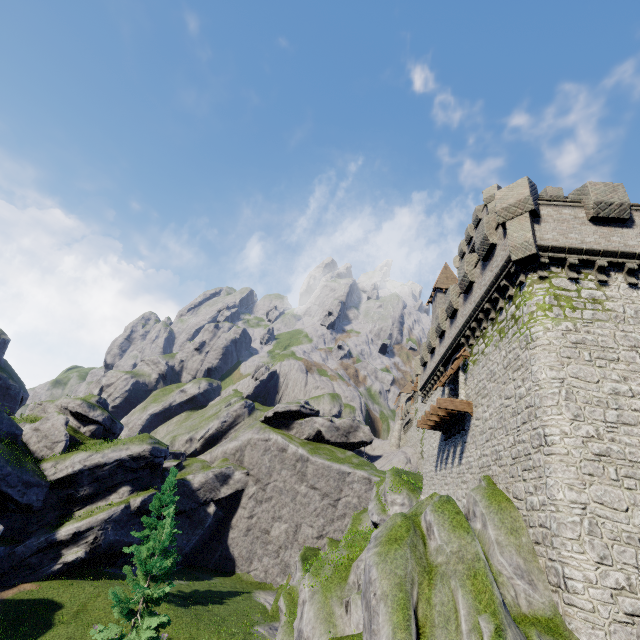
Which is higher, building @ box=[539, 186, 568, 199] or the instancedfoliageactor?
building @ box=[539, 186, 568, 199]

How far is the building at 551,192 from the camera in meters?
29.4

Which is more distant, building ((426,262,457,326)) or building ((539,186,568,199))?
building ((426,262,457,326))

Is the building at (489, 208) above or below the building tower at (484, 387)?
above

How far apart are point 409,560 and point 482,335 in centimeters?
1143cm

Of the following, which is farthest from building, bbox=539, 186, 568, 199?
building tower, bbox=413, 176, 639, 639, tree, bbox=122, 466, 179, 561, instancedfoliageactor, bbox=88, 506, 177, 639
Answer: tree, bbox=122, 466, 179, 561

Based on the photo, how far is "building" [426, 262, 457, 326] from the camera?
41.0 meters
